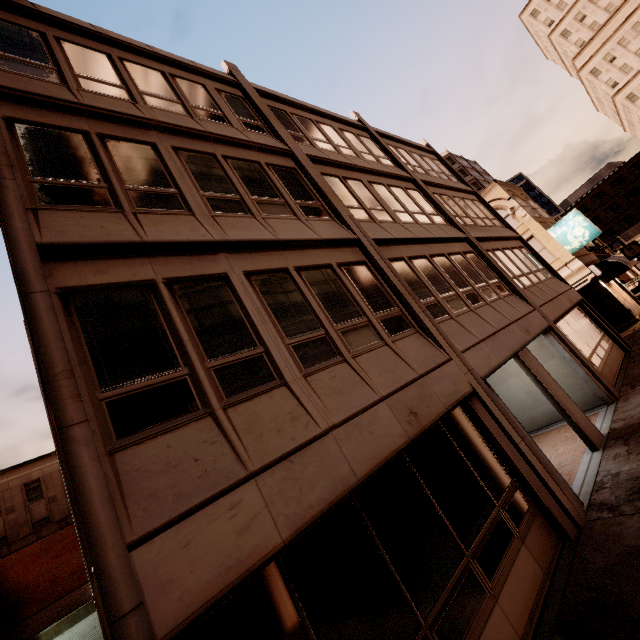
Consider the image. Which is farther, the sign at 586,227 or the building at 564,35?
the building at 564,35

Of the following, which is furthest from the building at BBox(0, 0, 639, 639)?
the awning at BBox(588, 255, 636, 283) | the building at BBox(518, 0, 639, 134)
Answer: the building at BBox(518, 0, 639, 134)

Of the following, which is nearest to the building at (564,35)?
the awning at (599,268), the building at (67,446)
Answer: the building at (67,446)

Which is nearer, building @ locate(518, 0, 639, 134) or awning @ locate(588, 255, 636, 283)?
awning @ locate(588, 255, 636, 283)

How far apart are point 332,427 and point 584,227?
25.3m

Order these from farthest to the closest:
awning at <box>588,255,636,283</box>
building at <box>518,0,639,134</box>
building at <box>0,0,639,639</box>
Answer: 1. building at <box>518,0,639,134</box>
2. awning at <box>588,255,636,283</box>
3. building at <box>0,0,639,639</box>

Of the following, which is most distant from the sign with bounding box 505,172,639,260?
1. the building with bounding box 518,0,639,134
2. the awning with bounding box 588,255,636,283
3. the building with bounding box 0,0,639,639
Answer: the building with bounding box 518,0,639,134

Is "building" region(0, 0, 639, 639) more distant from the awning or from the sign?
the sign
